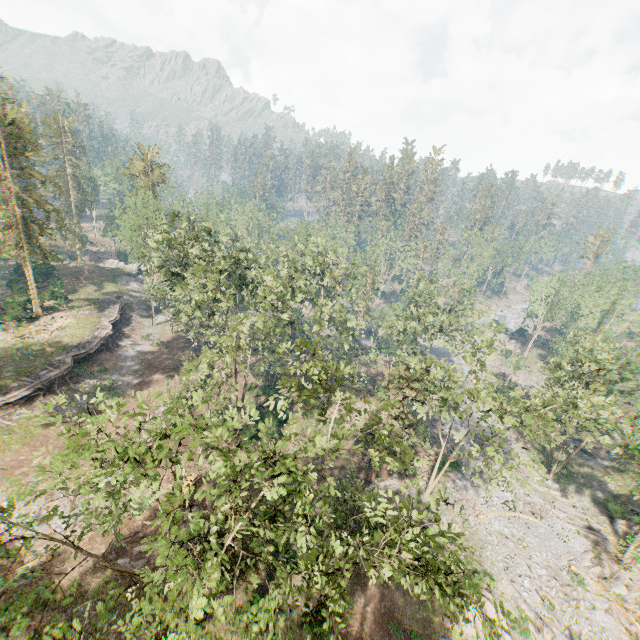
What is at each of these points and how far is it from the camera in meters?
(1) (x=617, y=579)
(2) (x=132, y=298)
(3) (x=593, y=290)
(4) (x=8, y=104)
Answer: (1) foliage, 28.6
(2) rock, 54.3
(3) foliage, 56.5
(4) foliage, 32.3

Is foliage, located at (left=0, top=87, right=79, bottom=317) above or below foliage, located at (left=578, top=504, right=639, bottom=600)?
above

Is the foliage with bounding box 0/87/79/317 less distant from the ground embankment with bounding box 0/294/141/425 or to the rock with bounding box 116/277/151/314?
the rock with bounding box 116/277/151/314

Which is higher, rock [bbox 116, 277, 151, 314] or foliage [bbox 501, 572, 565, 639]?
rock [bbox 116, 277, 151, 314]

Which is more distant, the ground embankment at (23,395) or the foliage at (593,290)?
the ground embankment at (23,395)

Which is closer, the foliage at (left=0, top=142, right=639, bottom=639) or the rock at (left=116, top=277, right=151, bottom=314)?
the foliage at (left=0, top=142, right=639, bottom=639)

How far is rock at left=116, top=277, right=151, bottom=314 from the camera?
52.5m

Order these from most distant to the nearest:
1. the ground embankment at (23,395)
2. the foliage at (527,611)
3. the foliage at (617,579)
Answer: the ground embankment at (23,395) < the foliage at (617,579) < the foliage at (527,611)
